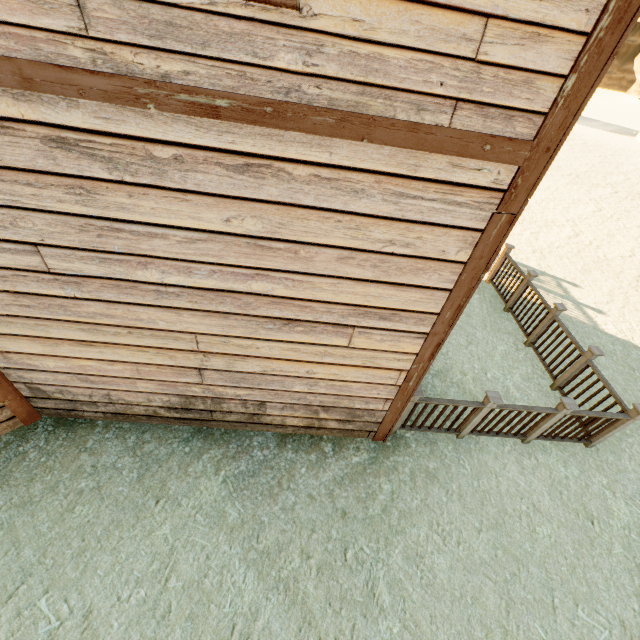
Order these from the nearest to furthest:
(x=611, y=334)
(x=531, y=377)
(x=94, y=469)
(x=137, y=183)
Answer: (x=137, y=183), (x=94, y=469), (x=531, y=377), (x=611, y=334)

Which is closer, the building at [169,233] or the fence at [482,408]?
the building at [169,233]

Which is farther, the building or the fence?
the fence
